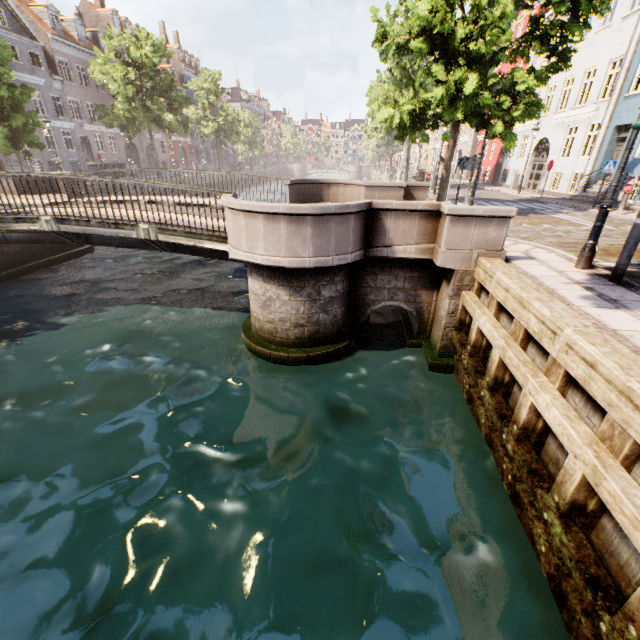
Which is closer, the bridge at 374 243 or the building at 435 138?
the bridge at 374 243

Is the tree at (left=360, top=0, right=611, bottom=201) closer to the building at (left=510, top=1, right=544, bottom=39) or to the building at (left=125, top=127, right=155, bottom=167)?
the building at (left=125, top=127, right=155, bottom=167)

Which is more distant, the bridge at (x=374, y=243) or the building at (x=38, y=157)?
the building at (x=38, y=157)

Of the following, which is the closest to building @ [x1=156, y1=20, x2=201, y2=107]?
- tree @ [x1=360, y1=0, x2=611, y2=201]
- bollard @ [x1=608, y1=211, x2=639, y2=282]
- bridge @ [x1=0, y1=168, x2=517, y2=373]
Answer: tree @ [x1=360, y1=0, x2=611, y2=201]

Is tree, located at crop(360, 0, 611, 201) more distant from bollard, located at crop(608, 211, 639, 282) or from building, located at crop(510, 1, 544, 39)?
building, located at crop(510, 1, 544, 39)

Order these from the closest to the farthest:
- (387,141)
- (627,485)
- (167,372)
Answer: (627,485) < (167,372) < (387,141)

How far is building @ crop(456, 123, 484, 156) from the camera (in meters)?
34.94

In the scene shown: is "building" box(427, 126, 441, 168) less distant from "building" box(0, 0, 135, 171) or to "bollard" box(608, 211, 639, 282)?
"bollard" box(608, 211, 639, 282)
